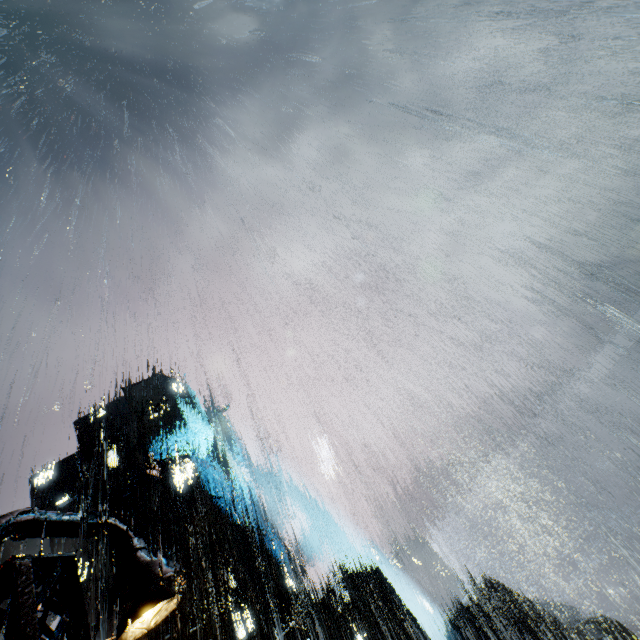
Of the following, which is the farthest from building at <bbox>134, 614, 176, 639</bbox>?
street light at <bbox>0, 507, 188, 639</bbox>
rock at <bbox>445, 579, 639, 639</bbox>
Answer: rock at <bbox>445, 579, 639, 639</bbox>

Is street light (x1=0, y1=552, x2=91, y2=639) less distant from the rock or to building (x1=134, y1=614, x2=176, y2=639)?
building (x1=134, y1=614, x2=176, y2=639)

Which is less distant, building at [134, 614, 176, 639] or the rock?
building at [134, 614, 176, 639]

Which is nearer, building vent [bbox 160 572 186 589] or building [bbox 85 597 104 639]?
building vent [bbox 160 572 186 589]

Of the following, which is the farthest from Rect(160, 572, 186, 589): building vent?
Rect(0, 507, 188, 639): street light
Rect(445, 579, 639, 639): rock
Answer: Rect(0, 507, 188, 639): street light

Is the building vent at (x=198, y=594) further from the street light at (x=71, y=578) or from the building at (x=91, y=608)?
the street light at (x=71, y=578)

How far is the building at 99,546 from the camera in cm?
4994

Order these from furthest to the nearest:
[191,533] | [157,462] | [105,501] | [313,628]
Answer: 1. [157,462]
2. [105,501]
3. [191,533]
4. [313,628]
